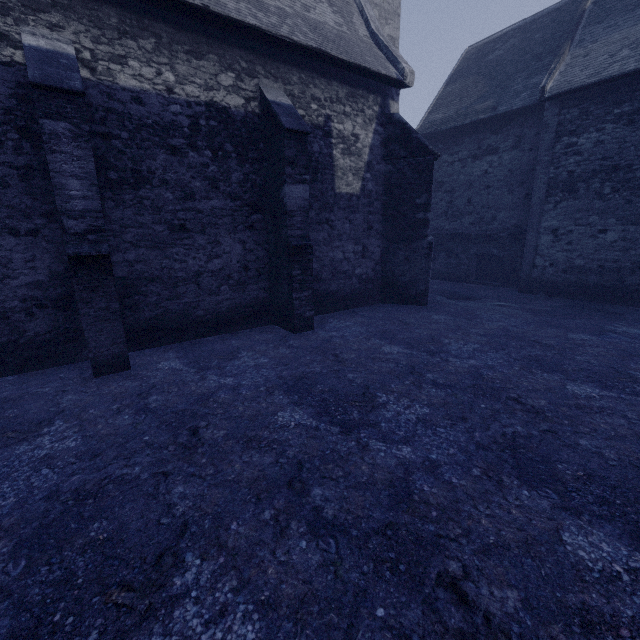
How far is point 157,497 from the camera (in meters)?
3.20
